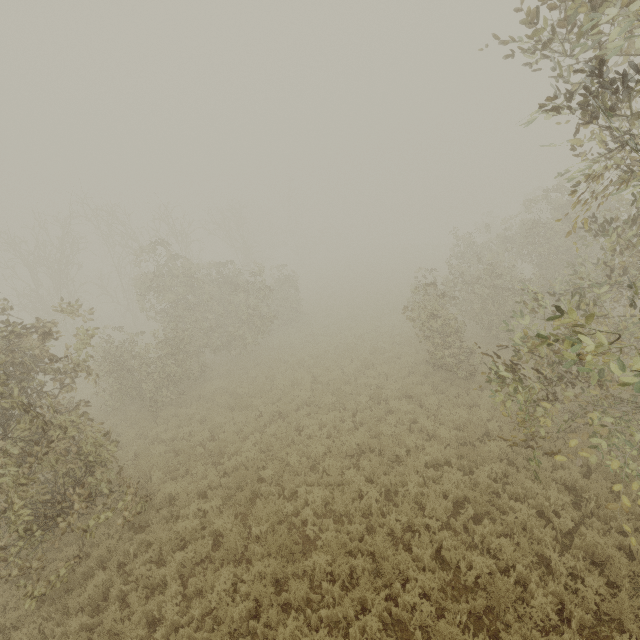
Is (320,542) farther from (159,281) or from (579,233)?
(579,233)

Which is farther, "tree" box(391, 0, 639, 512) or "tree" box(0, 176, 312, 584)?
"tree" box(0, 176, 312, 584)

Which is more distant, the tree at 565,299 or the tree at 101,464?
the tree at 101,464
